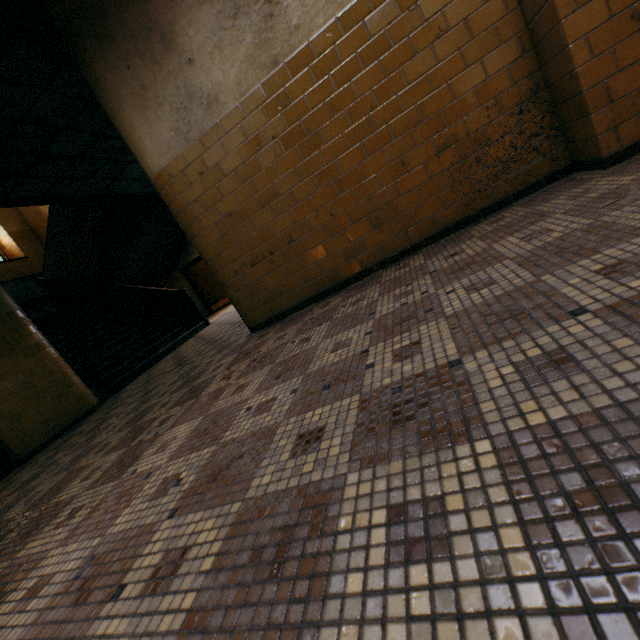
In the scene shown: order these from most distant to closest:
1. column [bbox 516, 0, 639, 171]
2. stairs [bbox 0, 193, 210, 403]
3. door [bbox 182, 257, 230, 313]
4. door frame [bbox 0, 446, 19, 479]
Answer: door [bbox 182, 257, 230, 313] → stairs [bbox 0, 193, 210, 403] → door frame [bbox 0, 446, 19, 479] → column [bbox 516, 0, 639, 171]

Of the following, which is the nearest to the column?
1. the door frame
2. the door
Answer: the door frame

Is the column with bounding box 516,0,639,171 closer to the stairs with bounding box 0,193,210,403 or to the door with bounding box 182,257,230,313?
the stairs with bounding box 0,193,210,403

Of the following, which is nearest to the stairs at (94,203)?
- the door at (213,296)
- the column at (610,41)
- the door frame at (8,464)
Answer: the door at (213,296)

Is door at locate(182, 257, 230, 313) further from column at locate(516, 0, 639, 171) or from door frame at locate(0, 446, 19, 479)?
column at locate(516, 0, 639, 171)

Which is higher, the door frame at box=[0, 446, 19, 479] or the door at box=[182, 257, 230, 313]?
the door at box=[182, 257, 230, 313]

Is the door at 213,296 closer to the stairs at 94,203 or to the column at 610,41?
the stairs at 94,203

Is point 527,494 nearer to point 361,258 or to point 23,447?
point 361,258
